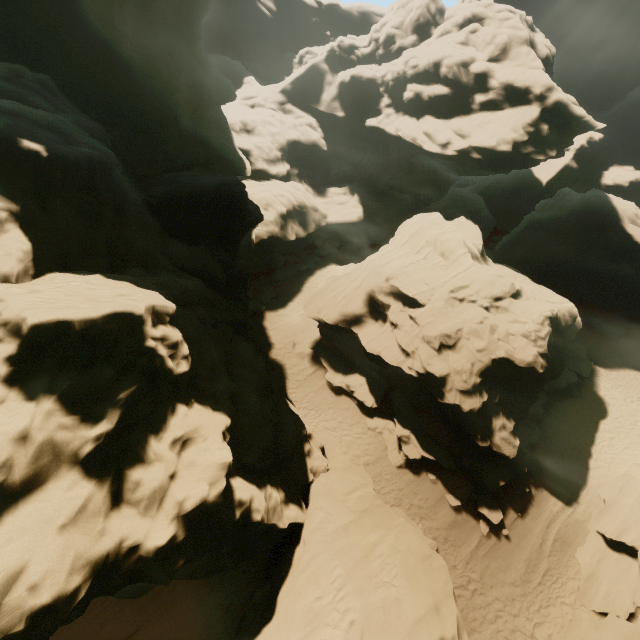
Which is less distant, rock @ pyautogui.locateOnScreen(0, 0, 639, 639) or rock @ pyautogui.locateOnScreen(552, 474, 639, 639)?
rock @ pyautogui.locateOnScreen(0, 0, 639, 639)

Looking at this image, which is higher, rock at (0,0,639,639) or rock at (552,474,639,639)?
rock at (0,0,639,639)

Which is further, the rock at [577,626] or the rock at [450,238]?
the rock at [577,626]

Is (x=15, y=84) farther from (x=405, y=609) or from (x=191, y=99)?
(x=405, y=609)

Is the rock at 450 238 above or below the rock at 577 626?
above
